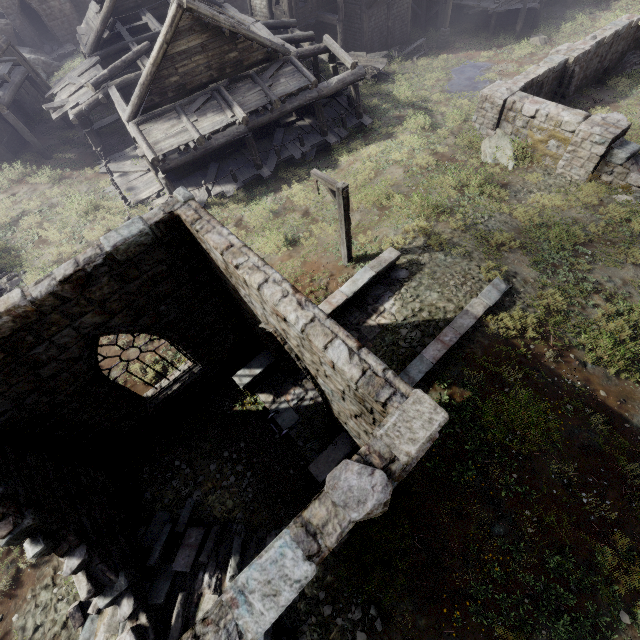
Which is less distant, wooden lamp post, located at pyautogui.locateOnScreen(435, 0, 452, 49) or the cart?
the cart

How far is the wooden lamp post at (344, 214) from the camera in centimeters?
950cm

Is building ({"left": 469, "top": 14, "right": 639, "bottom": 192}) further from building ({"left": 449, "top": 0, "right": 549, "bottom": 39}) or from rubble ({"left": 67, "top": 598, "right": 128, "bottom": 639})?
rubble ({"left": 67, "top": 598, "right": 128, "bottom": 639})

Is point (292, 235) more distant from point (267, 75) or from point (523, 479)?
point (523, 479)

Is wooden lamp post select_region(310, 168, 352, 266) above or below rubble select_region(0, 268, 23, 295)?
above

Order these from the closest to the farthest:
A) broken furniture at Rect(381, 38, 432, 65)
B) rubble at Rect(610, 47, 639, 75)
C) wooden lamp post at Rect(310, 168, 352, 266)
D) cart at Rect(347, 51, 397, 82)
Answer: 1. wooden lamp post at Rect(310, 168, 352, 266)
2. rubble at Rect(610, 47, 639, 75)
3. cart at Rect(347, 51, 397, 82)
4. broken furniture at Rect(381, 38, 432, 65)

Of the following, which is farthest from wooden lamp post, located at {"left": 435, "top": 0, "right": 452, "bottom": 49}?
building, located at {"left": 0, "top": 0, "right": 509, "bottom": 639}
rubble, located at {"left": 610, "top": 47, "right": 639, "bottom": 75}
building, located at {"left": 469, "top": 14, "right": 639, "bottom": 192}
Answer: building, located at {"left": 469, "top": 14, "right": 639, "bottom": 192}

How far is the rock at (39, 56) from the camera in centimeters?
2931cm
